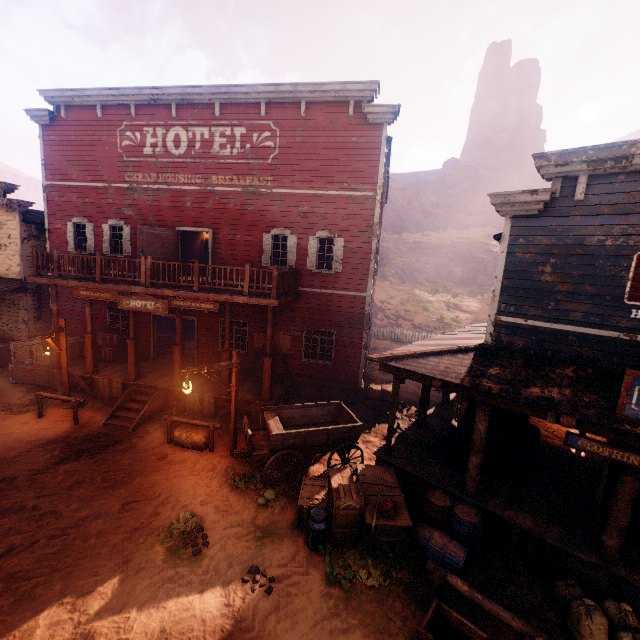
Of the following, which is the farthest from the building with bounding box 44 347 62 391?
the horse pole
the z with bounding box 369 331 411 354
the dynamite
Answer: the horse pole

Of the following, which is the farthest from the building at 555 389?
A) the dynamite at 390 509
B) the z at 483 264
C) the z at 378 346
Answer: the z at 483 264

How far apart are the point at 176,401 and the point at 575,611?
12.5 meters

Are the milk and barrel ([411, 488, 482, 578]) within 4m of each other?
yes

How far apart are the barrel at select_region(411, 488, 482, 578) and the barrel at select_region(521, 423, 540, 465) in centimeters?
235cm

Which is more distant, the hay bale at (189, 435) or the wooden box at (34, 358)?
the wooden box at (34, 358)

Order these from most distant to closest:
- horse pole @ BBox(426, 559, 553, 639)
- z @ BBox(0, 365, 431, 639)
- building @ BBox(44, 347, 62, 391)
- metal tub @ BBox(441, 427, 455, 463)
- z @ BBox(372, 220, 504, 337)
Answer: z @ BBox(372, 220, 504, 337), building @ BBox(44, 347, 62, 391), metal tub @ BBox(441, 427, 455, 463), z @ BBox(0, 365, 431, 639), horse pole @ BBox(426, 559, 553, 639)

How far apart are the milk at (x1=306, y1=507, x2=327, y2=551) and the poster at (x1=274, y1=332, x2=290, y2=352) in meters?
7.9 m
